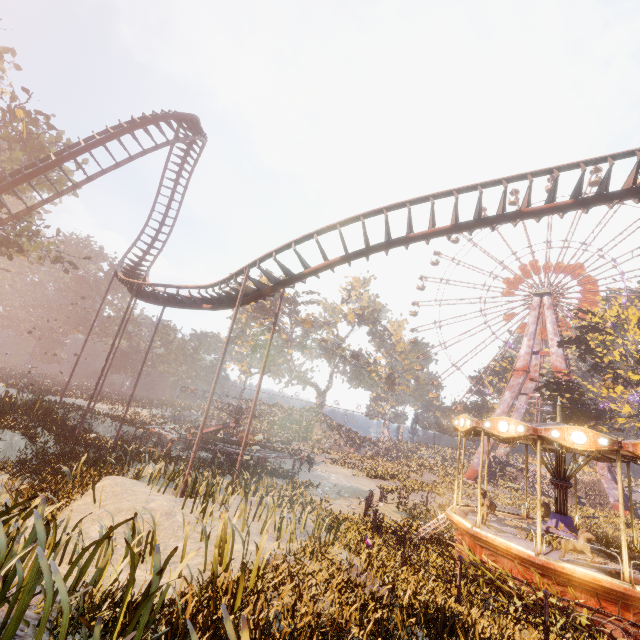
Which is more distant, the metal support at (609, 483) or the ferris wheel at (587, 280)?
the ferris wheel at (587, 280)

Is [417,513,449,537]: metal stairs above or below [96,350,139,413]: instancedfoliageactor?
below

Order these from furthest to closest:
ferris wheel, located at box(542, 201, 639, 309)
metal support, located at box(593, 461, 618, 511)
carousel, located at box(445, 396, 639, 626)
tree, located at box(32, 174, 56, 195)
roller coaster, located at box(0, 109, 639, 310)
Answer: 1. ferris wheel, located at box(542, 201, 639, 309)
2. metal support, located at box(593, 461, 618, 511)
3. tree, located at box(32, 174, 56, 195)
4. roller coaster, located at box(0, 109, 639, 310)
5. carousel, located at box(445, 396, 639, 626)

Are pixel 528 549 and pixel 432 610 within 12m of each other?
yes

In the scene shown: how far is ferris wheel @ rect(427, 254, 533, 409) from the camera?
48.62m

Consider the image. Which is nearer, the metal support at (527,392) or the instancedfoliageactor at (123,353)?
the instancedfoliageactor at (123,353)

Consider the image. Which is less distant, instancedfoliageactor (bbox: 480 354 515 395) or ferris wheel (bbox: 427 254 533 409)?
ferris wheel (bbox: 427 254 533 409)

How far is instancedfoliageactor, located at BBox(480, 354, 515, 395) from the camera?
55.2m
